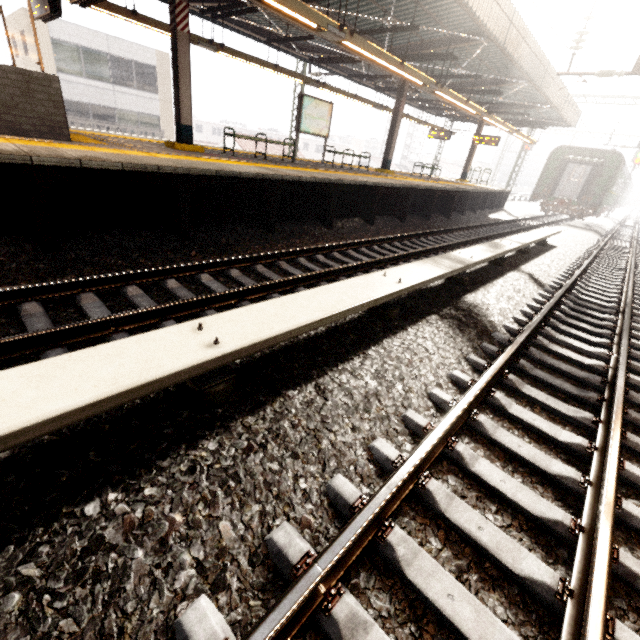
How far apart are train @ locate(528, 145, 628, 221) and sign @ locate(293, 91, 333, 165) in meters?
18.8

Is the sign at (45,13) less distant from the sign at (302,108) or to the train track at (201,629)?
the sign at (302,108)

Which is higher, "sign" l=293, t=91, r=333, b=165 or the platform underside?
"sign" l=293, t=91, r=333, b=165

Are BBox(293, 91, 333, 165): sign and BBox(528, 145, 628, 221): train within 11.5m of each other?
no

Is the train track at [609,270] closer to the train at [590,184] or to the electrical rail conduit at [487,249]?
the electrical rail conduit at [487,249]

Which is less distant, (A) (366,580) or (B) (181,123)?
(A) (366,580)

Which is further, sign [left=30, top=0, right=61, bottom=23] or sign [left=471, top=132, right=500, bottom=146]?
sign [left=471, top=132, right=500, bottom=146]

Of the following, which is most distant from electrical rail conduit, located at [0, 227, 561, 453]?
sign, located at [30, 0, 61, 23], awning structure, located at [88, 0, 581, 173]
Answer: sign, located at [30, 0, 61, 23]
